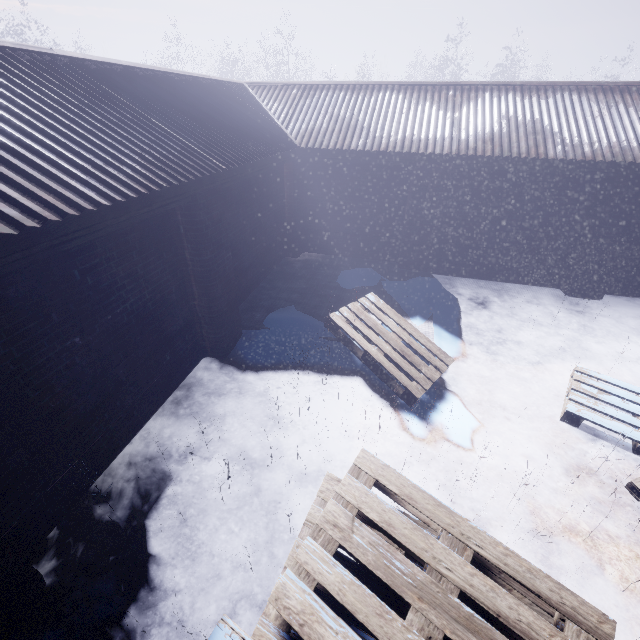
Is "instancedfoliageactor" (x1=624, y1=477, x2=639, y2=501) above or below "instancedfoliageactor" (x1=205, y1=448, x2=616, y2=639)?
below

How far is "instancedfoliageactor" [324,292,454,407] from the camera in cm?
380

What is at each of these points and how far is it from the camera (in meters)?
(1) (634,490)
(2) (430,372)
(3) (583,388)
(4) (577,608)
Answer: (1) instancedfoliageactor, 2.80
(2) instancedfoliageactor, 3.95
(3) instancedfoliageactor, 3.84
(4) instancedfoliageactor, 1.65

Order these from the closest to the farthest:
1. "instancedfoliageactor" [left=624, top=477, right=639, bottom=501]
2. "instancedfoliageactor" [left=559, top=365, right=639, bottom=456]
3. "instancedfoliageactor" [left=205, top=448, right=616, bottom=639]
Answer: "instancedfoliageactor" [left=205, top=448, right=616, bottom=639] → "instancedfoliageactor" [left=624, top=477, right=639, bottom=501] → "instancedfoliageactor" [left=559, top=365, right=639, bottom=456]

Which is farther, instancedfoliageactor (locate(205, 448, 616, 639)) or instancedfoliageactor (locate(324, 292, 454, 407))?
instancedfoliageactor (locate(324, 292, 454, 407))

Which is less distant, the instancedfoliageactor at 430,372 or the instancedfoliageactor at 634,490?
the instancedfoliageactor at 634,490
